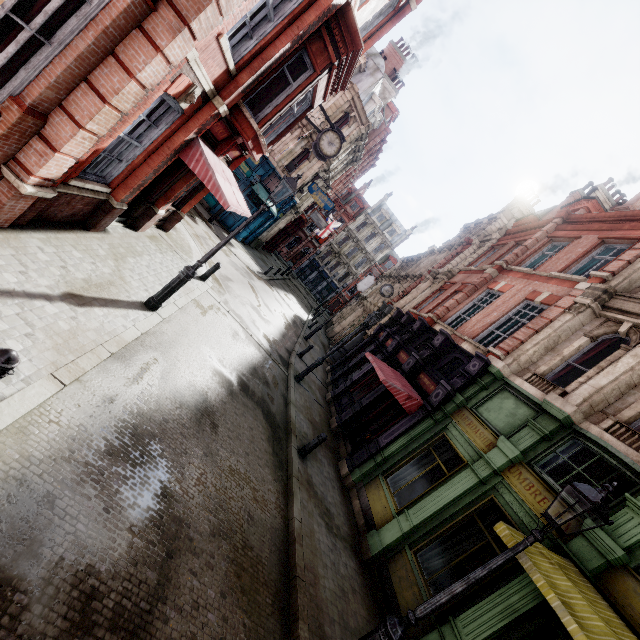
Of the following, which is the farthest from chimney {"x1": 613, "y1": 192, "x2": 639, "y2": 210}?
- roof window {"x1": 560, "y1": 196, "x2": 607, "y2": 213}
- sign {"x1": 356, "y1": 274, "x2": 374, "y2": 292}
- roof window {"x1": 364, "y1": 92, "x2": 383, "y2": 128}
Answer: sign {"x1": 356, "y1": 274, "x2": 374, "y2": 292}

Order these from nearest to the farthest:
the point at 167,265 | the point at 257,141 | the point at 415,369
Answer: the point at 257,141
the point at 167,265
the point at 415,369

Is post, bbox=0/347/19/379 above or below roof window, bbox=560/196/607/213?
below

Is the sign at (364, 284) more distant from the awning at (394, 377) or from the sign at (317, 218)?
the awning at (394, 377)

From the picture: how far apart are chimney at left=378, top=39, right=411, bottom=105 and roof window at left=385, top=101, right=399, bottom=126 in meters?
1.2

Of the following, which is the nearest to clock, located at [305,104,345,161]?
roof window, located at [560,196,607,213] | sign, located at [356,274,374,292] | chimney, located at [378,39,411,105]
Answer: roof window, located at [560,196,607,213]

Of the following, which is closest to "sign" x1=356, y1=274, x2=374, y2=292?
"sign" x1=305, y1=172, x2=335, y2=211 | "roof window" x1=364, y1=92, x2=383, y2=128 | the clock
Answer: "sign" x1=305, y1=172, x2=335, y2=211

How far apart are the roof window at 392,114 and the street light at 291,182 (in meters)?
32.41
